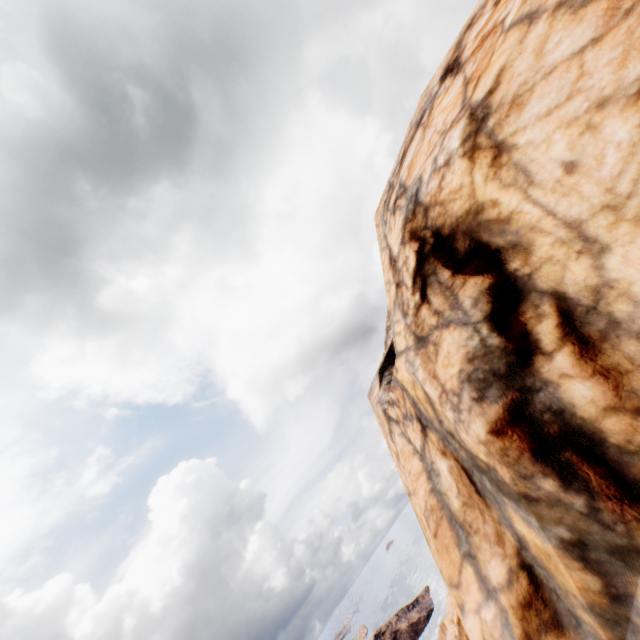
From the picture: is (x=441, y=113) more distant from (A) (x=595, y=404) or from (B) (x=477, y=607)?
(B) (x=477, y=607)
